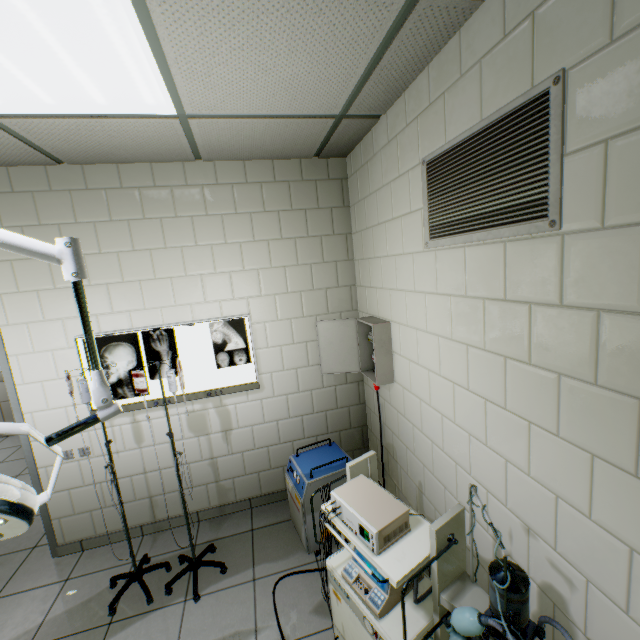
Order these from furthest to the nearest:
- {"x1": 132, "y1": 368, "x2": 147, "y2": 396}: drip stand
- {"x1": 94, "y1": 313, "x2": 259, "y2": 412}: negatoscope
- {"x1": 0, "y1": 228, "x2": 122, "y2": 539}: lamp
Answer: {"x1": 94, "y1": 313, "x2": 259, "y2": 412}: negatoscope
{"x1": 132, "y1": 368, "x2": 147, "y2": 396}: drip stand
{"x1": 0, "y1": 228, "x2": 122, "y2": 539}: lamp

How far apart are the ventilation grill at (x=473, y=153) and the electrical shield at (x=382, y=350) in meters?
0.8 m

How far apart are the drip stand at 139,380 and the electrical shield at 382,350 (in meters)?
1.47

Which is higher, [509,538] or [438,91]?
[438,91]

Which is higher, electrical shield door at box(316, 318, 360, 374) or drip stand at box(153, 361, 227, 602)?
electrical shield door at box(316, 318, 360, 374)

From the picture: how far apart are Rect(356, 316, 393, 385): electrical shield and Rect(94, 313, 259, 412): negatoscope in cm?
96

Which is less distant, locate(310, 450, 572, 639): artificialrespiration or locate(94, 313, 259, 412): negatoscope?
locate(310, 450, 572, 639): artificialrespiration

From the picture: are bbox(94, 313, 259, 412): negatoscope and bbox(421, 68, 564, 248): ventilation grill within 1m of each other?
no
